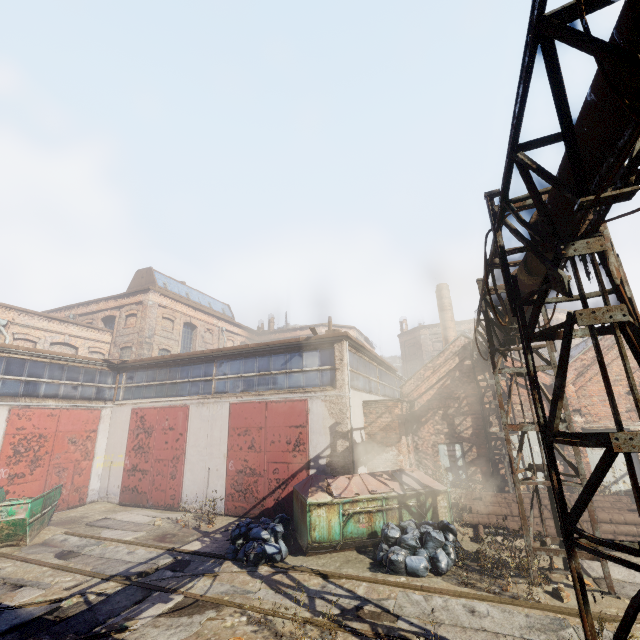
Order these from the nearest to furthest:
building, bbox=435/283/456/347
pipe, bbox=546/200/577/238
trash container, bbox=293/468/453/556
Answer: pipe, bbox=546/200/577/238
trash container, bbox=293/468/453/556
building, bbox=435/283/456/347

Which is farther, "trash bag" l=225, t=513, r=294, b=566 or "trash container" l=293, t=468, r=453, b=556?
"trash container" l=293, t=468, r=453, b=556

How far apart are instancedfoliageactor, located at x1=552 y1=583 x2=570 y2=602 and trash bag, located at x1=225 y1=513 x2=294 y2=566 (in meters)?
5.87

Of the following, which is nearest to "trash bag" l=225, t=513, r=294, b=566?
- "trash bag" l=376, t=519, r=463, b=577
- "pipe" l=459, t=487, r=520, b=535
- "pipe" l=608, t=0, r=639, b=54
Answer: "trash bag" l=376, t=519, r=463, b=577

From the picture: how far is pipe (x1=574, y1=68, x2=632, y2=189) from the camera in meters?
2.6 m

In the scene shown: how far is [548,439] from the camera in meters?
4.2 m

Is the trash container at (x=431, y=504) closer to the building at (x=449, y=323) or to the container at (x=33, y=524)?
the container at (x=33, y=524)

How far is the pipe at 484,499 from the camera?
10.0m
